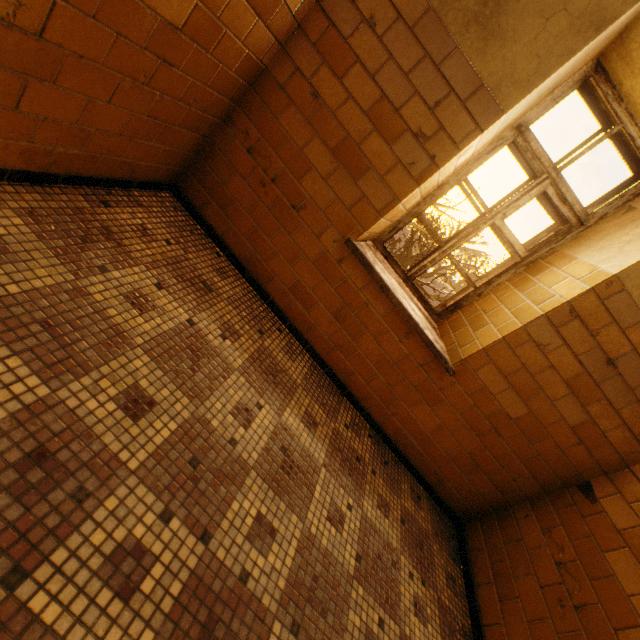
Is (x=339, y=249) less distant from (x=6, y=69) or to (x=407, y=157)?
(x=407, y=157)

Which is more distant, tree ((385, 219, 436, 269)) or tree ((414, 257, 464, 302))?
tree ((414, 257, 464, 302))

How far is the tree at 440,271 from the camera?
19.1 meters

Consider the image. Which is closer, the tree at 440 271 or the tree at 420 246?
the tree at 420 246

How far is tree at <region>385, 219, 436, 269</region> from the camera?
17.8m
